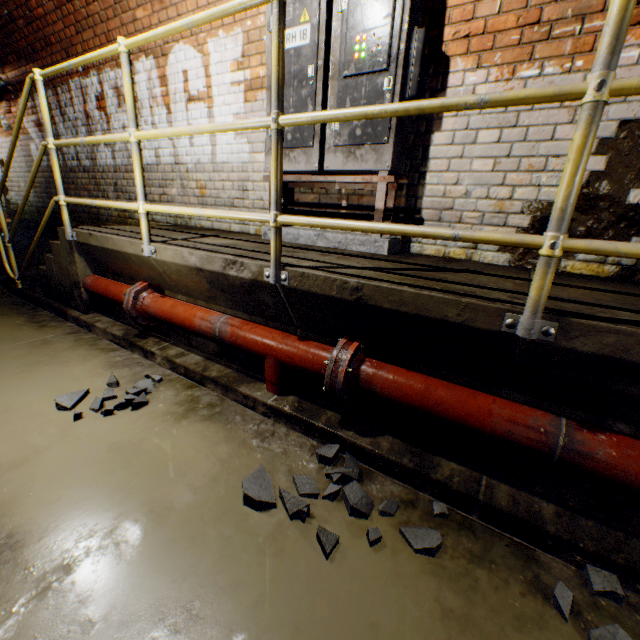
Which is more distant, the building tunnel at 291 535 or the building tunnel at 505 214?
the building tunnel at 505 214

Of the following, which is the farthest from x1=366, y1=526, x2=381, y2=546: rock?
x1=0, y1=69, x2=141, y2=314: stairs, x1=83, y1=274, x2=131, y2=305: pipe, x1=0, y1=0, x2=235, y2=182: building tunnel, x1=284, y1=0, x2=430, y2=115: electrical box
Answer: x1=0, y1=69, x2=141, y2=314: stairs

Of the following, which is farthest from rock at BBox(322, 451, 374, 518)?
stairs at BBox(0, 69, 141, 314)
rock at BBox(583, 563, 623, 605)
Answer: stairs at BBox(0, 69, 141, 314)

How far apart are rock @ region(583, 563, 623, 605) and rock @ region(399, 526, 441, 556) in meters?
0.6 m

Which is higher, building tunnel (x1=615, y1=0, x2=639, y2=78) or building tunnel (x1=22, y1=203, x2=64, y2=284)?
building tunnel (x1=615, y1=0, x2=639, y2=78)

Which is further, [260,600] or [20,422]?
[20,422]

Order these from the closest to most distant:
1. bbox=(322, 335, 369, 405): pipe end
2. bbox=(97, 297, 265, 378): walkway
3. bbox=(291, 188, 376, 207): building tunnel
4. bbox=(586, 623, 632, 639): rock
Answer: bbox=(586, 623, 632, 639): rock < bbox=(322, 335, 369, 405): pipe end < bbox=(97, 297, 265, 378): walkway < bbox=(291, 188, 376, 207): building tunnel

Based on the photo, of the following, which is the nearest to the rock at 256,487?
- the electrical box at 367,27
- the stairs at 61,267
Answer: the electrical box at 367,27
